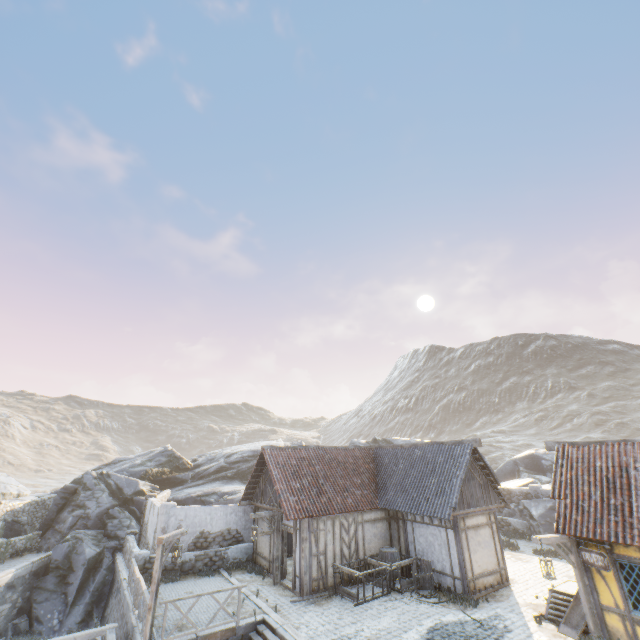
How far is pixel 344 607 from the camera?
12.6m

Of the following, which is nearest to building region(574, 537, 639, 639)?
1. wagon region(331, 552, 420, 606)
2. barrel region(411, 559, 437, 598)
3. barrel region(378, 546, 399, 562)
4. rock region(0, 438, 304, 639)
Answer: rock region(0, 438, 304, 639)

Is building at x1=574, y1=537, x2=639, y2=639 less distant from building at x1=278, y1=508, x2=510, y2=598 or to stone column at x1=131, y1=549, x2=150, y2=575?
building at x1=278, y1=508, x2=510, y2=598

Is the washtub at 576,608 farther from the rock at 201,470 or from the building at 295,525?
the rock at 201,470

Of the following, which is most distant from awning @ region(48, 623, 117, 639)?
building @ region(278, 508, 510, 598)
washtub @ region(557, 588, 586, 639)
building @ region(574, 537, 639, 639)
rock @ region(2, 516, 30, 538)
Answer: building @ region(574, 537, 639, 639)

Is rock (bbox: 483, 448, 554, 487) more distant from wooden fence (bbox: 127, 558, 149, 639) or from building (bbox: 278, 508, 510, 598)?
wooden fence (bbox: 127, 558, 149, 639)

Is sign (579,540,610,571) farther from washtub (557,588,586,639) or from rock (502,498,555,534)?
rock (502,498,555,534)

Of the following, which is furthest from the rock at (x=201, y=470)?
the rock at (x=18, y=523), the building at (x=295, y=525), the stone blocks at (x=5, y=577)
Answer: the building at (x=295, y=525)
